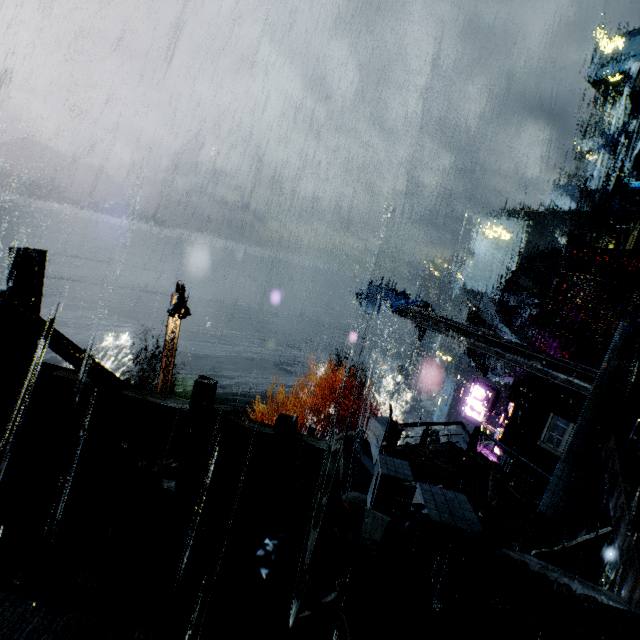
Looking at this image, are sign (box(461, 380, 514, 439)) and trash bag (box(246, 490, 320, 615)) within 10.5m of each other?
no

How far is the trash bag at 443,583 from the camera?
4.0 meters

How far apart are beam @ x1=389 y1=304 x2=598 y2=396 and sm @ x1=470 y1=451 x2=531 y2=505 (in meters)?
4.08

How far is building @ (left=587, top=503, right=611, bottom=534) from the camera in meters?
8.8

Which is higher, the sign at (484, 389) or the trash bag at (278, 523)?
the trash bag at (278, 523)

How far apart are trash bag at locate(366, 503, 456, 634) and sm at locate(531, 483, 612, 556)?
6.2 meters

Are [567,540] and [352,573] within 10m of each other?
yes
